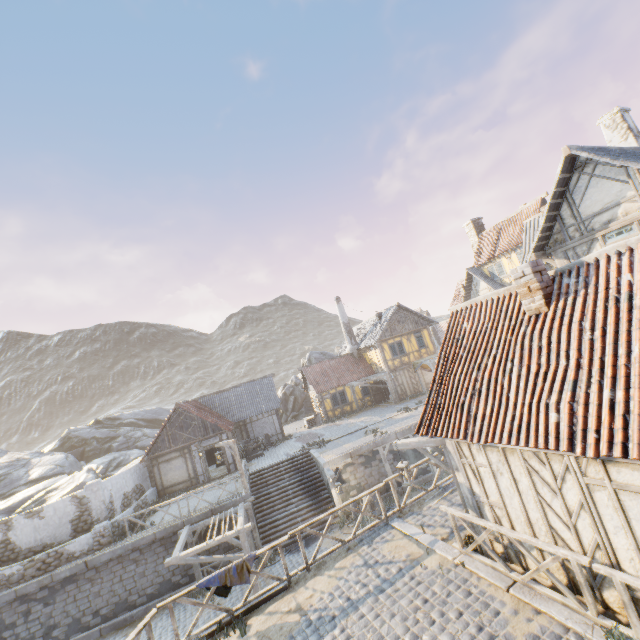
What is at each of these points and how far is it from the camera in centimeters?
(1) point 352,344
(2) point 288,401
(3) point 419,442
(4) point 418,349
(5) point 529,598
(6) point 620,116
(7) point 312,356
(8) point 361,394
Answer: (1) chimney, 3488cm
(2) rock, 3997cm
(3) street light, 845cm
(4) building, 3138cm
(5) stone blocks, 623cm
(6) chimney, 1415cm
(7) rock, 4184cm
(8) building, 3238cm

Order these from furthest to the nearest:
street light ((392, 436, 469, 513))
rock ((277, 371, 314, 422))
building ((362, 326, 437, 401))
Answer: rock ((277, 371, 314, 422)) < building ((362, 326, 437, 401)) < street light ((392, 436, 469, 513))

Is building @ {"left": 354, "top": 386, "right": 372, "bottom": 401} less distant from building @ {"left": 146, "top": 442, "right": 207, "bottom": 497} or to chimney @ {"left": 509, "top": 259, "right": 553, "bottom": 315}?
building @ {"left": 146, "top": 442, "right": 207, "bottom": 497}

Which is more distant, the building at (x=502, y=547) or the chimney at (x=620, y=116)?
the chimney at (x=620, y=116)

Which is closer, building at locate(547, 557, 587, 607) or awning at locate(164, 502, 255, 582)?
building at locate(547, 557, 587, 607)

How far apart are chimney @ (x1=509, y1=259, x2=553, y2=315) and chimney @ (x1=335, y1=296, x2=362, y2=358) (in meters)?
26.98

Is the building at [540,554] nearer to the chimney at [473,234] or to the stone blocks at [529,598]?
the stone blocks at [529,598]

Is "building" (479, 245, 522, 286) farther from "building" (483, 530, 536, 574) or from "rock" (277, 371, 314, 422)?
"building" (483, 530, 536, 574)
